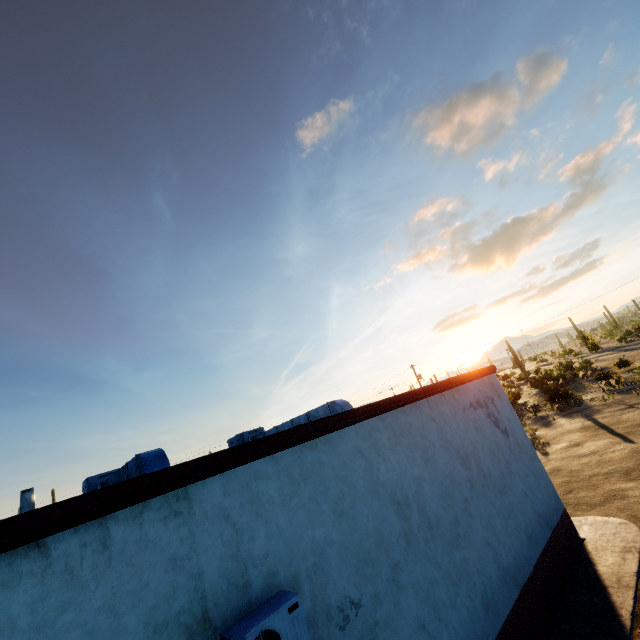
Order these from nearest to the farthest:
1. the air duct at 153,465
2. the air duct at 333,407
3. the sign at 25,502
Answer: the air duct at 153,465 < the air duct at 333,407 < the sign at 25,502

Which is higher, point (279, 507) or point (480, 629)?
point (279, 507)

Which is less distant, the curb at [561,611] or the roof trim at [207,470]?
the roof trim at [207,470]

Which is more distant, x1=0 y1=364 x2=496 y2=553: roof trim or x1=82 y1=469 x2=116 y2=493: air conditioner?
x1=82 y1=469 x2=116 y2=493: air conditioner

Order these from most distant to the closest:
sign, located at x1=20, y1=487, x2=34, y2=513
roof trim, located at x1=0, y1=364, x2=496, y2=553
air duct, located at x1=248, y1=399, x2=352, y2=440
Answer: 1. sign, located at x1=20, y1=487, x2=34, y2=513
2. air duct, located at x1=248, y1=399, x2=352, y2=440
3. roof trim, located at x1=0, y1=364, x2=496, y2=553

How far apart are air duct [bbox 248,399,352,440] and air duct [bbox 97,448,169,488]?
4.53m

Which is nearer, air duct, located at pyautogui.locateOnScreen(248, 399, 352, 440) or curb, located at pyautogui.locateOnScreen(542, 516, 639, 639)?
curb, located at pyautogui.locateOnScreen(542, 516, 639, 639)

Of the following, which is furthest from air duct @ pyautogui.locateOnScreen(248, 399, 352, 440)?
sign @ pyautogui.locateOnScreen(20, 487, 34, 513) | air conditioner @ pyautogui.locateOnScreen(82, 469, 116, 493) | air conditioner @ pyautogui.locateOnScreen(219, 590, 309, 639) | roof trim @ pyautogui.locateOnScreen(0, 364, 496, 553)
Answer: sign @ pyautogui.locateOnScreen(20, 487, 34, 513)
